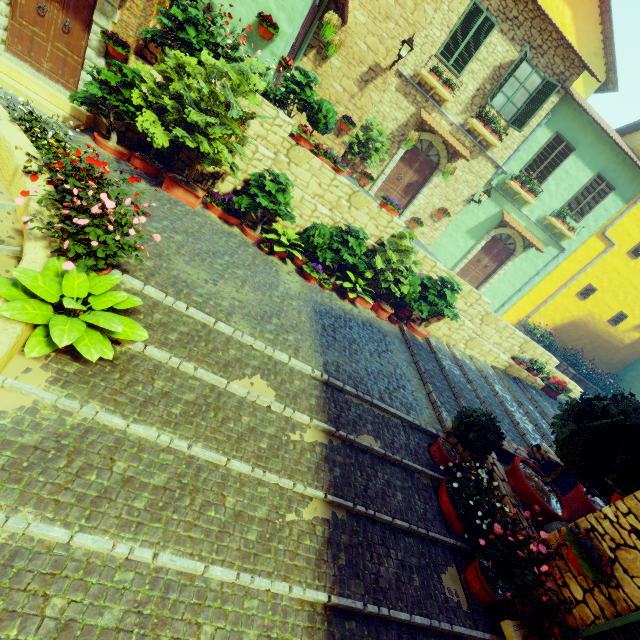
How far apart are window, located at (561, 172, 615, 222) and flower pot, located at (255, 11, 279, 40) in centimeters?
1274cm

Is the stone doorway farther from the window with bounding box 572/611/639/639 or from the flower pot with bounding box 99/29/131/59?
the window with bounding box 572/611/639/639

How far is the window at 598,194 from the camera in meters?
12.9 m

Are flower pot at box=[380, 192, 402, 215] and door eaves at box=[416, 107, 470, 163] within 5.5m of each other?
yes

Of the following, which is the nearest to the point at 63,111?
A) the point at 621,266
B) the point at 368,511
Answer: the point at 368,511

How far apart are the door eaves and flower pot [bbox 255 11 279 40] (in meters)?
5.63

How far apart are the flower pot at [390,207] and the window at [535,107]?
5.7 meters

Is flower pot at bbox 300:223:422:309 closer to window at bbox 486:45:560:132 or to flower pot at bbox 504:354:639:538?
flower pot at bbox 504:354:639:538
